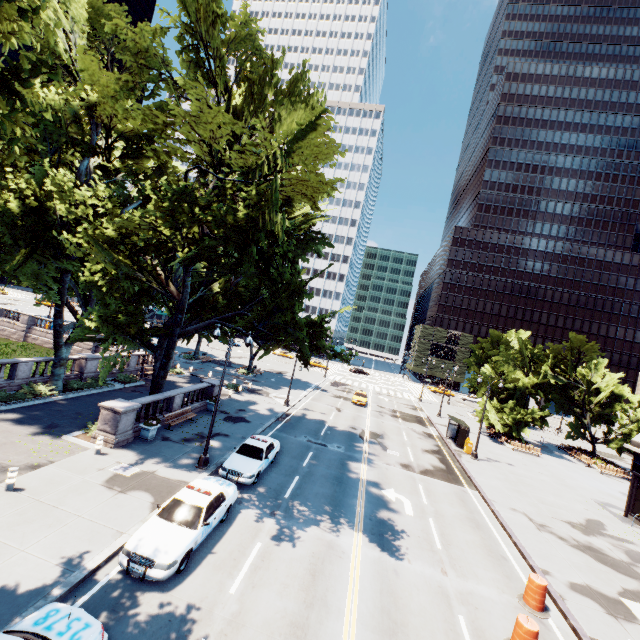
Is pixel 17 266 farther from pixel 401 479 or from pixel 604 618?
pixel 604 618

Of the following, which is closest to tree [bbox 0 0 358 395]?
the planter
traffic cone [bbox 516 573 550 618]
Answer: the planter

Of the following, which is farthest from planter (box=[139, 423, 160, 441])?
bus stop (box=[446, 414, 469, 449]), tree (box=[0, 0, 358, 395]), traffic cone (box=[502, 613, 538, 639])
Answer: bus stop (box=[446, 414, 469, 449])

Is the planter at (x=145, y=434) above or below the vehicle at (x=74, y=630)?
below

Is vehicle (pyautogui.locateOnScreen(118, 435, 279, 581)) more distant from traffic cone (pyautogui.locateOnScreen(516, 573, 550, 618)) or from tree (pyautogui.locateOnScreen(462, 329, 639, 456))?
traffic cone (pyautogui.locateOnScreen(516, 573, 550, 618))

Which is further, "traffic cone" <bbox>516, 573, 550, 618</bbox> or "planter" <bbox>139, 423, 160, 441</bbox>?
"planter" <bbox>139, 423, 160, 441</bbox>

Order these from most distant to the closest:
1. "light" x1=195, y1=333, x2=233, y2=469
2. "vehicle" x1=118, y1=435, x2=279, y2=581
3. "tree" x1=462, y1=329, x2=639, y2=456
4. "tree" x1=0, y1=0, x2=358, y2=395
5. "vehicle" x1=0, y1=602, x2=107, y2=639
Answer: "tree" x1=462, y1=329, x2=639, y2=456 → "light" x1=195, y1=333, x2=233, y2=469 → "tree" x1=0, y1=0, x2=358, y2=395 → "vehicle" x1=118, y1=435, x2=279, y2=581 → "vehicle" x1=0, y1=602, x2=107, y2=639

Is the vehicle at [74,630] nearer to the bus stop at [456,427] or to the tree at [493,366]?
the tree at [493,366]
